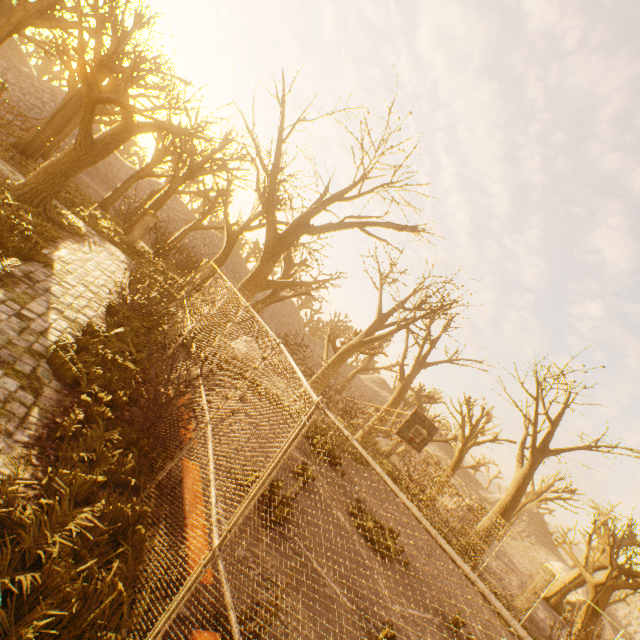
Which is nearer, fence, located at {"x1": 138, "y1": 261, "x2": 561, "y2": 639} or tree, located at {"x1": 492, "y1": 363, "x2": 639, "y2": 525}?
fence, located at {"x1": 138, "y1": 261, "x2": 561, "y2": 639}

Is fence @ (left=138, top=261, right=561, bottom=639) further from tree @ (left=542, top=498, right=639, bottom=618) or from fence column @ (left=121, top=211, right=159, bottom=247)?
fence column @ (left=121, top=211, right=159, bottom=247)

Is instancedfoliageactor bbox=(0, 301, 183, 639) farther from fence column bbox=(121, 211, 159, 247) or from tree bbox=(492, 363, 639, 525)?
fence column bbox=(121, 211, 159, 247)

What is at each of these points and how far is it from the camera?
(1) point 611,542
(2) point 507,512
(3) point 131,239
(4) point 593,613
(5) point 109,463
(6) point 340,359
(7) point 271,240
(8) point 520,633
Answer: (1) tree, 26.42m
(2) tree, 17.22m
(3) fence column, 18.09m
(4) tree, 14.62m
(5) instancedfoliageactor, 4.44m
(6) tree, 17.97m
(7) tree, 13.70m
(8) fence, 1.38m

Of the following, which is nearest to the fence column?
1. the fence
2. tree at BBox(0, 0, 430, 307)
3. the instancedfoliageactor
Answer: tree at BBox(0, 0, 430, 307)

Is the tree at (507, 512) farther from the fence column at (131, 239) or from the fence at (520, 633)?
the fence column at (131, 239)

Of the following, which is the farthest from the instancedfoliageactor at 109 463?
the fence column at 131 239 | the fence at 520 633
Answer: the fence column at 131 239

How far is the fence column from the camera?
18.00m
